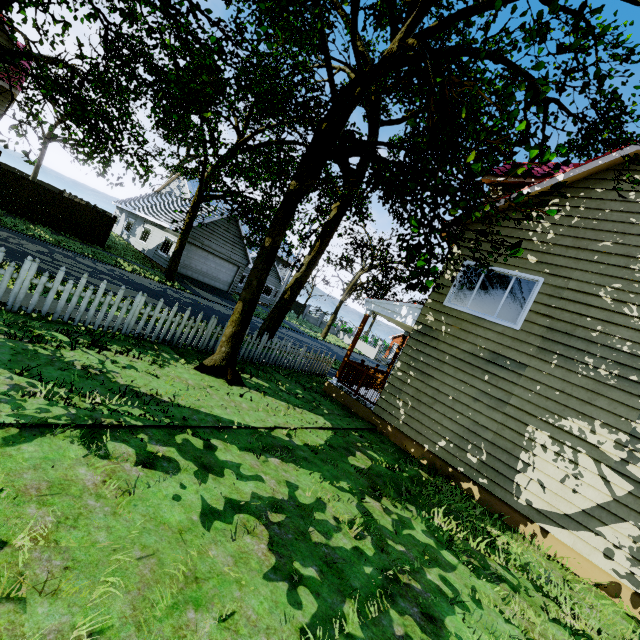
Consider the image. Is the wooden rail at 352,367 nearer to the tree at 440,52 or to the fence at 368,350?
the tree at 440,52

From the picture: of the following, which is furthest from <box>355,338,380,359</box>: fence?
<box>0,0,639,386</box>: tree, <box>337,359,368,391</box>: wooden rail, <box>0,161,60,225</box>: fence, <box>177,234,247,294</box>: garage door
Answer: <box>337,359,368,391</box>: wooden rail

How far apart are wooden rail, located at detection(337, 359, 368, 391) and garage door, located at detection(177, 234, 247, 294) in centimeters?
1772cm

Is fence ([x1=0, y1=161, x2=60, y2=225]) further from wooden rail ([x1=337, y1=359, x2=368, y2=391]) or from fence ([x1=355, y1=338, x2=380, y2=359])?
fence ([x1=355, y1=338, x2=380, y2=359])

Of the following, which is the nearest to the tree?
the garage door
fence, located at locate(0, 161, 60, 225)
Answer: fence, located at locate(0, 161, 60, 225)

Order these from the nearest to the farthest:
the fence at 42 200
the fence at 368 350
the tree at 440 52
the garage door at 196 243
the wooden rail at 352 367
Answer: the tree at 440 52 → the wooden rail at 352 367 → the fence at 42 200 → the garage door at 196 243 → the fence at 368 350

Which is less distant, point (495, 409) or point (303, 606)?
point (303, 606)

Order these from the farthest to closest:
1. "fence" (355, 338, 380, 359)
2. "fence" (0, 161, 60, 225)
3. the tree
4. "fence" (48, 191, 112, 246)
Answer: "fence" (355, 338, 380, 359) → "fence" (48, 191, 112, 246) → "fence" (0, 161, 60, 225) → the tree
